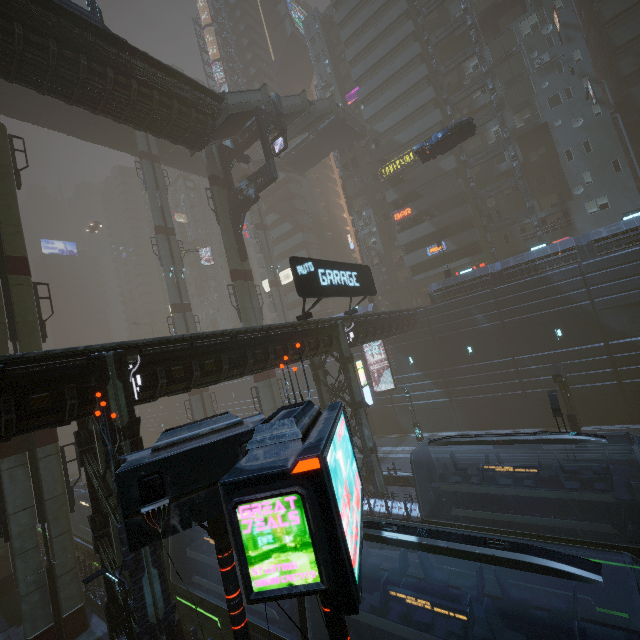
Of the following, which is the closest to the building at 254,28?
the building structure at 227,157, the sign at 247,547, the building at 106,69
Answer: the sign at 247,547

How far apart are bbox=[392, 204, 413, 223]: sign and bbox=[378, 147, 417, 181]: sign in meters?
4.3 m

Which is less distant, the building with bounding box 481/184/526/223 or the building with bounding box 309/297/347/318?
the building with bounding box 481/184/526/223

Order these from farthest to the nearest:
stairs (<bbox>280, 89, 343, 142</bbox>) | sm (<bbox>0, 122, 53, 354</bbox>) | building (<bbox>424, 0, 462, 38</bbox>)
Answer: building (<bbox>424, 0, 462, 38</bbox>) → stairs (<bbox>280, 89, 343, 142</bbox>) → sm (<bbox>0, 122, 53, 354</bbox>)

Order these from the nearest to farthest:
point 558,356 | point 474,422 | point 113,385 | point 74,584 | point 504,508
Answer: point 113,385 → point 504,508 → point 74,584 → point 558,356 → point 474,422

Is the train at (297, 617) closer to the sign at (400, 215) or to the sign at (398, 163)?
the sign at (400, 215)

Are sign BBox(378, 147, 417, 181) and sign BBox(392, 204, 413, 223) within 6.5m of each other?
yes

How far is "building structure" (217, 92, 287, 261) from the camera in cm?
2641
